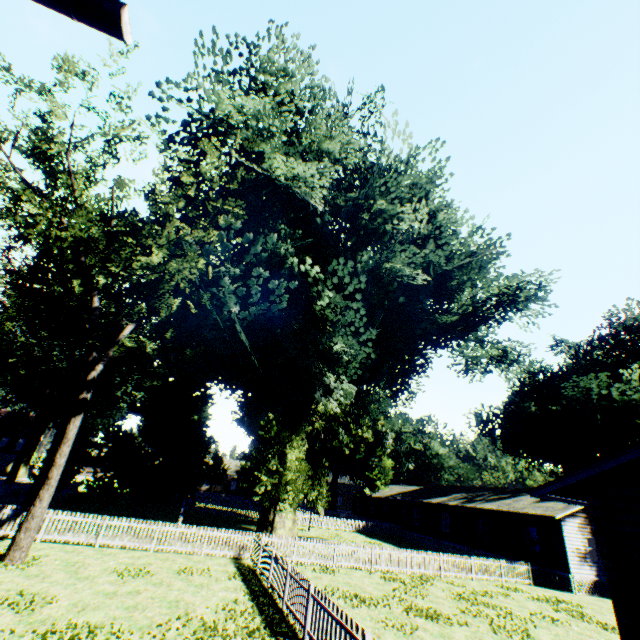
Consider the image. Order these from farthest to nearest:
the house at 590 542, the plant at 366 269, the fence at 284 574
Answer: the house at 590 542 < the plant at 366 269 < the fence at 284 574

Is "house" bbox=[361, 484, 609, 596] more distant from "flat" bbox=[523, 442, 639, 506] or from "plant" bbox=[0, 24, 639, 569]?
"flat" bbox=[523, 442, 639, 506]

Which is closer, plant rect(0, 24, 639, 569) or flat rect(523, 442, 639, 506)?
flat rect(523, 442, 639, 506)

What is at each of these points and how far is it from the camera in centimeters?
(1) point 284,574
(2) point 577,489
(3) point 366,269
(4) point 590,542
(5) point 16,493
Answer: (1) fence, 1198cm
(2) flat, 853cm
(3) plant, 2405cm
(4) house, 2966cm
(5) fence, 2523cm

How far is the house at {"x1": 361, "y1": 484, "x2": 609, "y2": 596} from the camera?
22.87m

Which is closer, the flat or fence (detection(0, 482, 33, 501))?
the flat

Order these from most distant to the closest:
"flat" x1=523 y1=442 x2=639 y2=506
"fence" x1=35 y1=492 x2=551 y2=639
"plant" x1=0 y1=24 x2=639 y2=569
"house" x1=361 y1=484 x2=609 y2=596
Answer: "house" x1=361 y1=484 x2=609 y2=596, "plant" x1=0 y1=24 x2=639 y2=569, "fence" x1=35 y1=492 x2=551 y2=639, "flat" x1=523 y1=442 x2=639 y2=506

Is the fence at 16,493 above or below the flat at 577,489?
below
